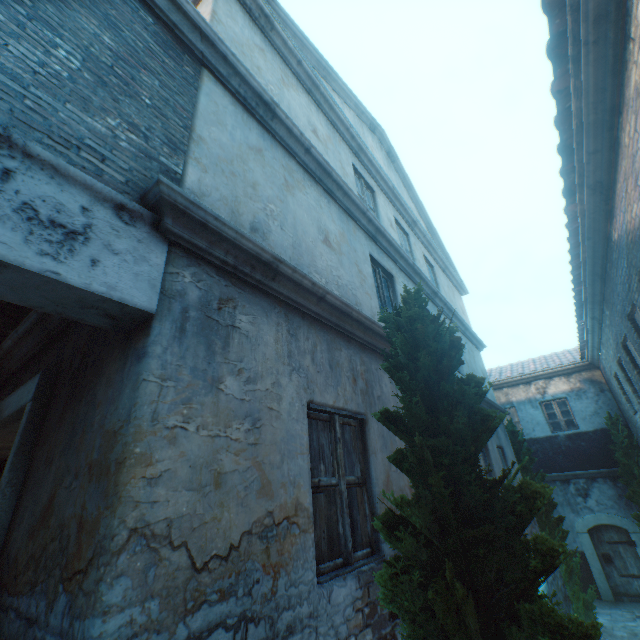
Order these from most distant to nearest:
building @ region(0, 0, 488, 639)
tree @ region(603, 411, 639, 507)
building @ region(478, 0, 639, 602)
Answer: tree @ region(603, 411, 639, 507) → building @ region(478, 0, 639, 602) → building @ region(0, 0, 488, 639)

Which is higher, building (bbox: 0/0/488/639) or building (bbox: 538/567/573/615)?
building (bbox: 0/0/488/639)

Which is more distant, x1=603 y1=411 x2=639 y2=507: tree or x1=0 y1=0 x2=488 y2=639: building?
x1=603 y1=411 x2=639 y2=507: tree

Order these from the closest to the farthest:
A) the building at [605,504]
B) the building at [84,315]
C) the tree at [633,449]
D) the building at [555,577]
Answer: the building at [84,315], the building at [605,504], the building at [555,577], the tree at [633,449]

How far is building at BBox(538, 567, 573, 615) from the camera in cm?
705

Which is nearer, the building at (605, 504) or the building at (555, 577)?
the building at (605, 504)

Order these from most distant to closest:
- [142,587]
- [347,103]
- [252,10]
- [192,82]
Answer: [347,103] < [252,10] < [192,82] < [142,587]
